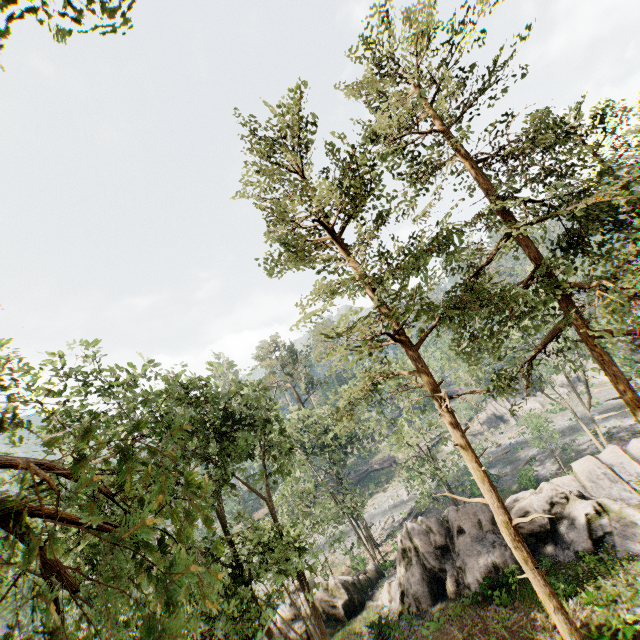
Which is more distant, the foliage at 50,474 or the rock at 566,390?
the rock at 566,390

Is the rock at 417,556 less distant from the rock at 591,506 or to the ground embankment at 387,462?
the rock at 591,506

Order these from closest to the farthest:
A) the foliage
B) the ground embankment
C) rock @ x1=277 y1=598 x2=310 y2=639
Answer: the foliage < rock @ x1=277 y1=598 x2=310 y2=639 < the ground embankment

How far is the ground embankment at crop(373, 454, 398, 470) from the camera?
58.6m

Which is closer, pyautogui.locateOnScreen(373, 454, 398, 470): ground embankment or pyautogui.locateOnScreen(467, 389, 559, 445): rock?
pyautogui.locateOnScreen(467, 389, 559, 445): rock

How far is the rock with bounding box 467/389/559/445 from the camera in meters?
54.6

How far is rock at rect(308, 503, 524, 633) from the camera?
19.3 meters

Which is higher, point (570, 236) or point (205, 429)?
point (570, 236)
